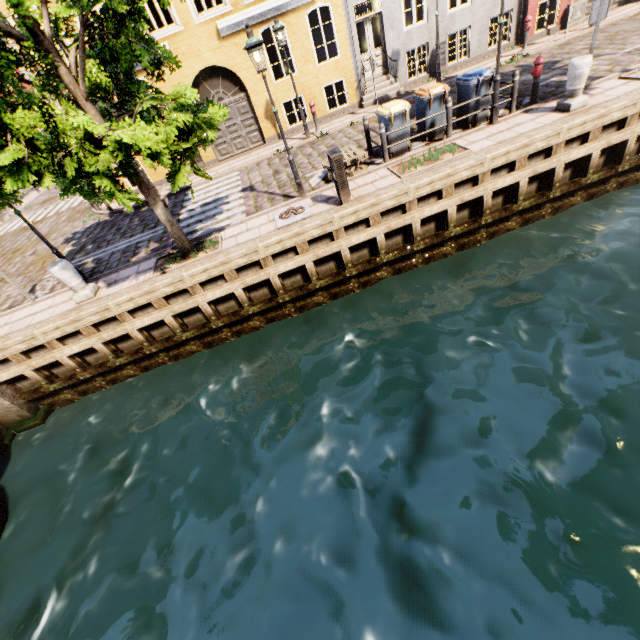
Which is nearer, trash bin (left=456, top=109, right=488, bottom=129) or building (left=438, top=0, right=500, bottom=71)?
trash bin (left=456, top=109, right=488, bottom=129)

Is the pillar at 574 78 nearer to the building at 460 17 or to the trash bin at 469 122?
the trash bin at 469 122

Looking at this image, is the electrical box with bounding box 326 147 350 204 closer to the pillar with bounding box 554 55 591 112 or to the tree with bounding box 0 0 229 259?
the tree with bounding box 0 0 229 259

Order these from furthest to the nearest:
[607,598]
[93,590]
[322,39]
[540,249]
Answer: [322,39] → [540,249] → [93,590] → [607,598]

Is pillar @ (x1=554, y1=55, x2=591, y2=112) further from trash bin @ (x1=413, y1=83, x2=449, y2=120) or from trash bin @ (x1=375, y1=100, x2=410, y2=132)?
trash bin @ (x1=375, y1=100, x2=410, y2=132)

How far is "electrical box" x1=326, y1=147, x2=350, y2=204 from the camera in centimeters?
748cm

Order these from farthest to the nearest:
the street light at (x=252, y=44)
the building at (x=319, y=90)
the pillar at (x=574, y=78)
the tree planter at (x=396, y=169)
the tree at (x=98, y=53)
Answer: the building at (x=319, y=90), the tree planter at (x=396, y=169), the pillar at (x=574, y=78), the street light at (x=252, y=44), the tree at (x=98, y=53)

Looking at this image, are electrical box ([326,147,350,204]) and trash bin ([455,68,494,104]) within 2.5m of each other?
no
